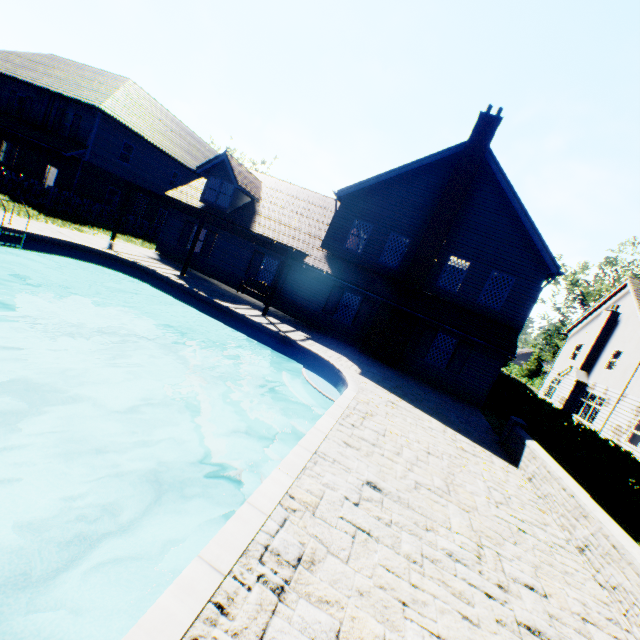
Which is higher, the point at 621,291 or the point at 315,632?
the point at 621,291

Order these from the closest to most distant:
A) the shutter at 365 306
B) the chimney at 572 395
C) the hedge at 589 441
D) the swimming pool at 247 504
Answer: the swimming pool at 247 504, the hedge at 589 441, the shutter at 365 306, the chimney at 572 395

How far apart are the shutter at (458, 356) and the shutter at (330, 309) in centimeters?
599cm

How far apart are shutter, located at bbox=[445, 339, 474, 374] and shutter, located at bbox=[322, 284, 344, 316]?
6.0 meters

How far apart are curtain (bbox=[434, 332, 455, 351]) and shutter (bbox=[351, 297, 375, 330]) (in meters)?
3.38

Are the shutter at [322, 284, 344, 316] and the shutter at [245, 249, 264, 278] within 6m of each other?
yes

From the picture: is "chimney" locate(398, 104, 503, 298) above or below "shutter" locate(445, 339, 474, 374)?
above

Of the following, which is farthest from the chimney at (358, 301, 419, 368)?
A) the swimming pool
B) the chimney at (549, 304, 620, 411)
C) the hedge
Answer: the chimney at (549, 304, 620, 411)
